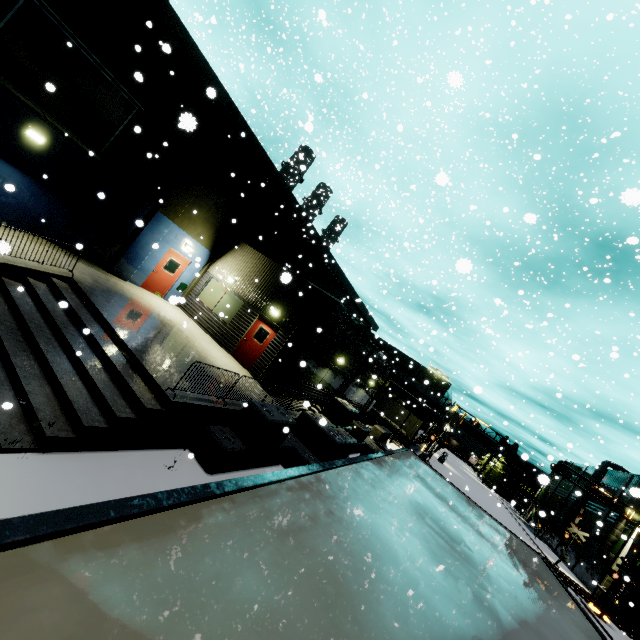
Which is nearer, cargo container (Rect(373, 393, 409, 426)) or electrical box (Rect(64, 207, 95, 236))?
electrical box (Rect(64, 207, 95, 236))

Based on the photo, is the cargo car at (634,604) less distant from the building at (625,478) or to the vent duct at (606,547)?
the vent duct at (606,547)

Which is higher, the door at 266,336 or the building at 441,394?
the building at 441,394

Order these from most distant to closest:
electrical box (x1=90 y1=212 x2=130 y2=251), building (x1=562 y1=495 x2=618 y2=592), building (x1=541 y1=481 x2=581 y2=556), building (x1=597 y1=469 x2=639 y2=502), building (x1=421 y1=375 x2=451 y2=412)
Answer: building (x1=541 y1=481 x2=581 y2=556), building (x1=421 y1=375 x2=451 y2=412), building (x1=597 y1=469 x2=639 y2=502), building (x1=562 y1=495 x2=618 y2=592), electrical box (x1=90 y1=212 x2=130 y2=251)

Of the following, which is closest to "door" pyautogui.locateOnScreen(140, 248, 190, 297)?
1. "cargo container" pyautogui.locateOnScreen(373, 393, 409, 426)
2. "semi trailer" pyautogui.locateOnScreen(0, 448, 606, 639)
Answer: "semi trailer" pyautogui.locateOnScreen(0, 448, 606, 639)

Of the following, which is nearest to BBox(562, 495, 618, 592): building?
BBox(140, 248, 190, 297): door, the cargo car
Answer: BBox(140, 248, 190, 297): door

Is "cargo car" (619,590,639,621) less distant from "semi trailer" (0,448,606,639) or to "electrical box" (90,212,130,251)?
"semi trailer" (0,448,606,639)

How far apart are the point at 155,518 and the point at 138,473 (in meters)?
7.17
